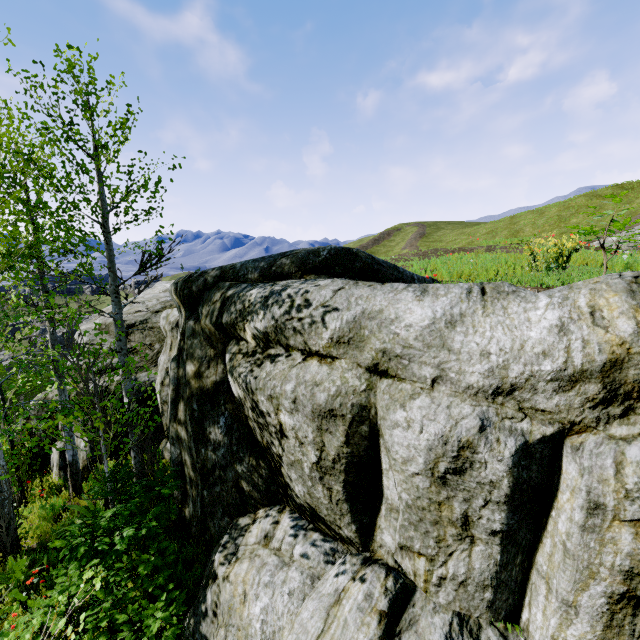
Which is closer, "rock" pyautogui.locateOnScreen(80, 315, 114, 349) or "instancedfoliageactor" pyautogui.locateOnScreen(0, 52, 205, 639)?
"instancedfoliageactor" pyautogui.locateOnScreen(0, 52, 205, 639)

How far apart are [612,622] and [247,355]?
4.94m

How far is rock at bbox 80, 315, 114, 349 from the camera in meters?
12.4 m

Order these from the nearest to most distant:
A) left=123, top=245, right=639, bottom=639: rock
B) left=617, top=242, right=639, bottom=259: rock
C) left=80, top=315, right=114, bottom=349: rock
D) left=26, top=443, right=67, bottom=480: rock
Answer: left=123, top=245, right=639, bottom=639: rock < left=617, top=242, right=639, bottom=259: rock < left=26, top=443, right=67, bottom=480: rock < left=80, top=315, right=114, bottom=349: rock

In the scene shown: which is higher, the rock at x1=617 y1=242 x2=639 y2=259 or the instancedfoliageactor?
the rock at x1=617 y1=242 x2=639 y2=259

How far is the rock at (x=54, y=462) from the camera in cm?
992
